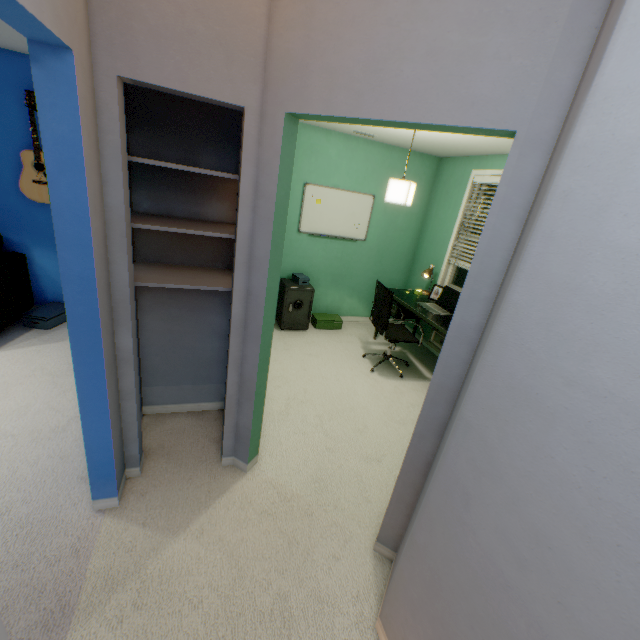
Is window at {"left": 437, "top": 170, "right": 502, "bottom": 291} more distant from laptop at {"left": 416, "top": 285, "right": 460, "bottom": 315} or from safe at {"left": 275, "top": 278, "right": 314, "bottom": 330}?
safe at {"left": 275, "top": 278, "right": 314, "bottom": 330}

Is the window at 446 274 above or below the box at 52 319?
above

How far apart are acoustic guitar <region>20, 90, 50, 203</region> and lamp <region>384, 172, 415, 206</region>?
3.21m

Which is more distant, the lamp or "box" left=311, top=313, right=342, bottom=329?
"box" left=311, top=313, right=342, bottom=329

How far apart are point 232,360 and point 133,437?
0.7 meters

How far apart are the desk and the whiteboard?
1.03m

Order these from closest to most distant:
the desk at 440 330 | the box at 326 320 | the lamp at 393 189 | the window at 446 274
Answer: the lamp at 393 189, the desk at 440 330, the window at 446 274, the box at 326 320

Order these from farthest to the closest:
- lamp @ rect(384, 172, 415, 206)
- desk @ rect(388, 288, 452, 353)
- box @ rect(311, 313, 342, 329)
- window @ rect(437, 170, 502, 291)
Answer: box @ rect(311, 313, 342, 329), window @ rect(437, 170, 502, 291), desk @ rect(388, 288, 452, 353), lamp @ rect(384, 172, 415, 206)
